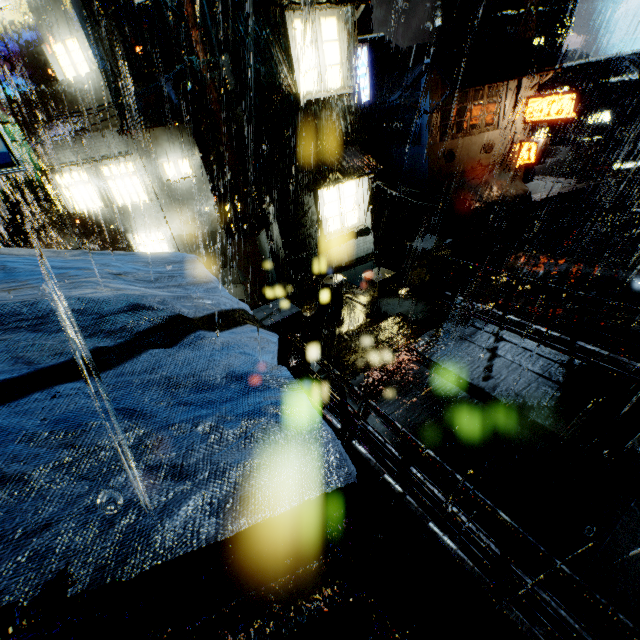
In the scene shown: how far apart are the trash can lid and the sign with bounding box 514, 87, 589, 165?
21.13m

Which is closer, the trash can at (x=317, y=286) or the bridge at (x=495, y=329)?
the bridge at (x=495, y=329)

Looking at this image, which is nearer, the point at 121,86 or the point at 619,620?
the point at 619,620

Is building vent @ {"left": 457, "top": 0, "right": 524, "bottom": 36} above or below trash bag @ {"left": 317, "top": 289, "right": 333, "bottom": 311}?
above

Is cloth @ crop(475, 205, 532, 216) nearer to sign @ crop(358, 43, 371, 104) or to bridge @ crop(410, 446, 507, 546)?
sign @ crop(358, 43, 371, 104)

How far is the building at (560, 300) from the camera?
9.35m

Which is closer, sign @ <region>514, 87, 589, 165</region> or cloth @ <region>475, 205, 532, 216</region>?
sign @ <region>514, 87, 589, 165</region>

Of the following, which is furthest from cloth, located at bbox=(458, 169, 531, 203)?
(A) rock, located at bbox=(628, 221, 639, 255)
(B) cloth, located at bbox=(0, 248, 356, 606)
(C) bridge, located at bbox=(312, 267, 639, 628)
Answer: (A) rock, located at bbox=(628, 221, 639, 255)
